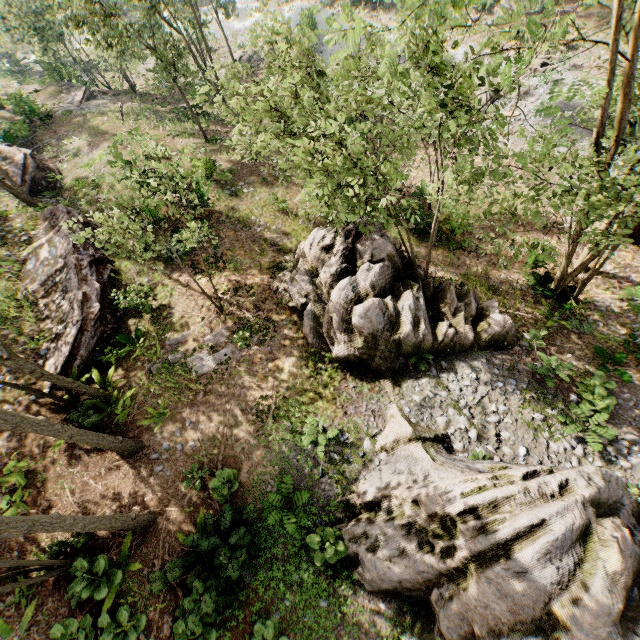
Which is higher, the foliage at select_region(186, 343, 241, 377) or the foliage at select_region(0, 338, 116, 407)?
the foliage at select_region(0, 338, 116, 407)

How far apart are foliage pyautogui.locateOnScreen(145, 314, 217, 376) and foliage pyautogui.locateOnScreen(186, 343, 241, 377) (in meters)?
0.14

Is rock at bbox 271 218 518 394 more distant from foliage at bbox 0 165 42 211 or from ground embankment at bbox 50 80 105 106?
ground embankment at bbox 50 80 105 106

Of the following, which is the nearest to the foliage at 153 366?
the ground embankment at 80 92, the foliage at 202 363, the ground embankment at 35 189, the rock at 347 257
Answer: the foliage at 202 363

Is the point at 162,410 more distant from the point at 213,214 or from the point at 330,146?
the point at 213,214

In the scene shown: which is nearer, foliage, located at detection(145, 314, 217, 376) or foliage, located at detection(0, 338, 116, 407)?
foliage, located at detection(0, 338, 116, 407)

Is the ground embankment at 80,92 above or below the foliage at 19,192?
below

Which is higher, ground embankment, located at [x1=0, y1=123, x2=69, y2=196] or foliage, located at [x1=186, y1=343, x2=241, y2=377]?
ground embankment, located at [x1=0, y1=123, x2=69, y2=196]
